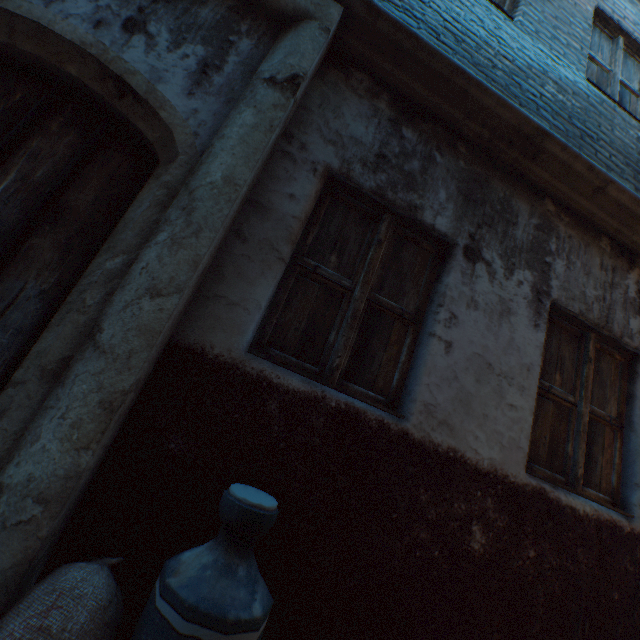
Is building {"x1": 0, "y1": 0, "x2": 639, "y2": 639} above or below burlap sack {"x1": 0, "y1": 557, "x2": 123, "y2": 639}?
above

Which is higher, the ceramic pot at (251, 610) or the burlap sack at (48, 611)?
the ceramic pot at (251, 610)

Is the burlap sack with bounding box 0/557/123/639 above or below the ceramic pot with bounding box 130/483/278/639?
below

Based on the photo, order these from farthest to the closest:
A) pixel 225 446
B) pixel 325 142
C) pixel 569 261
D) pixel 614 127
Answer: pixel 614 127 < pixel 569 261 < pixel 325 142 < pixel 225 446

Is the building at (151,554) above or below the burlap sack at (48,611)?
above
